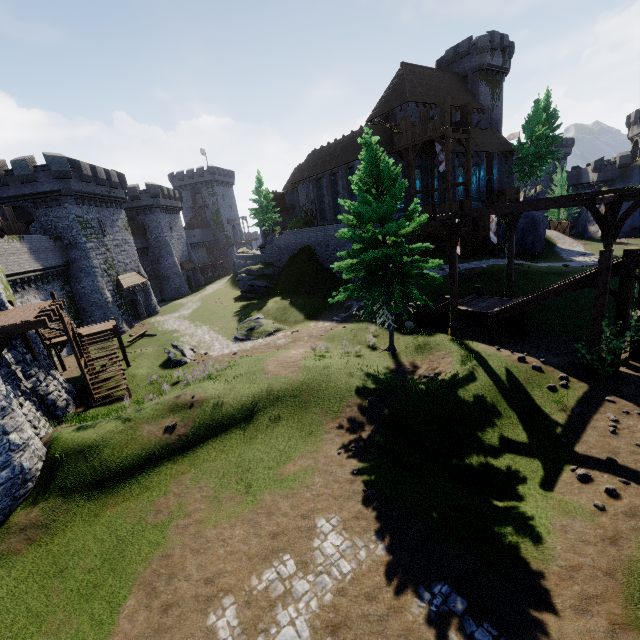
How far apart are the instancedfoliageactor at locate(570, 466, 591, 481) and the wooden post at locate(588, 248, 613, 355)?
5.6 meters

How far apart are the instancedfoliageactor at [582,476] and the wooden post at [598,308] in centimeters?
559cm

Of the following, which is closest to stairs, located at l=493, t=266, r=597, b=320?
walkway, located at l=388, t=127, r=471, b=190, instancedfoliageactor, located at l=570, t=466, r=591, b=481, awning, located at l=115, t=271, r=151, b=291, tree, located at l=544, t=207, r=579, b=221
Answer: instancedfoliageactor, located at l=570, t=466, r=591, b=481

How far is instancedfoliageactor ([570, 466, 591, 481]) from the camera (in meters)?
8.47

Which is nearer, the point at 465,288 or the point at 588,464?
the point at 588,464

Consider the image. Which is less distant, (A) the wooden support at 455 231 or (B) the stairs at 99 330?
(A) the wooden support at 455 231

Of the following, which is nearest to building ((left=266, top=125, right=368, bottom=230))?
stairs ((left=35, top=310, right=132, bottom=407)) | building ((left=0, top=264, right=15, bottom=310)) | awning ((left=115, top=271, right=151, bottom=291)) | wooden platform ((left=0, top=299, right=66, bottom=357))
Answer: awning ((left=115, top=271, right=151, bottom=291))

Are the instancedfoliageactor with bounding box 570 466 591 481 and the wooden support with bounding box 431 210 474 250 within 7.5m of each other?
no
